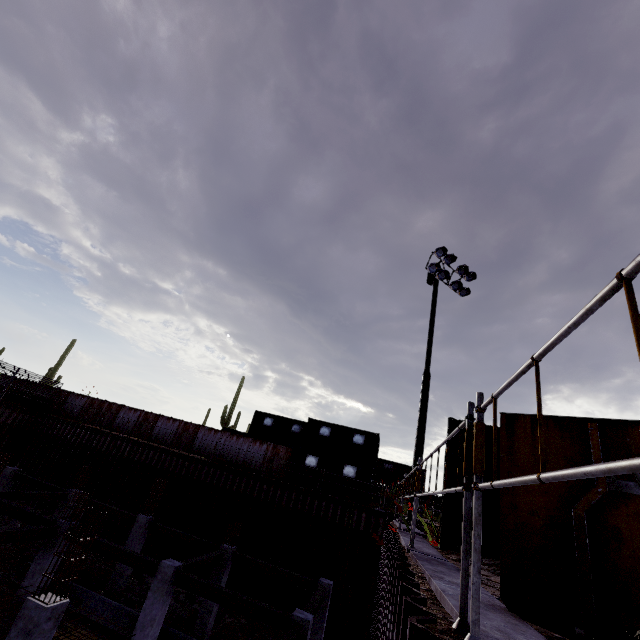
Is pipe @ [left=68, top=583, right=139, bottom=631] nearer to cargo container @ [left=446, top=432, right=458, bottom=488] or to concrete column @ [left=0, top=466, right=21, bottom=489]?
cargo container @ [left=446, top=432, right=458, bottom=488]

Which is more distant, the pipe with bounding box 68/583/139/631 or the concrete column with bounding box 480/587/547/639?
the pipe with bounding box 68/583/139/631

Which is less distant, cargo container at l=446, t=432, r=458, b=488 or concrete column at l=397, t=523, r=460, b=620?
concrete column at l=397, t=523, r=460, b=620

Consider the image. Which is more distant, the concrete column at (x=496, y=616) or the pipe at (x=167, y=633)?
the pipe at (x=167, y=633)

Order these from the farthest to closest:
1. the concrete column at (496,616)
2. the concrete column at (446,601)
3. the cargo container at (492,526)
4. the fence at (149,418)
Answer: the fence at (149,418)
the cargo container at (492,526)
the concrete column at (446,601)
the concrete column at (496,616)

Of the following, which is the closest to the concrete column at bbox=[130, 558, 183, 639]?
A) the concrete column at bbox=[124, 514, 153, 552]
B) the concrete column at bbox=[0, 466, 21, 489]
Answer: the concrete column at bbox=[124, 514, 153, 552]

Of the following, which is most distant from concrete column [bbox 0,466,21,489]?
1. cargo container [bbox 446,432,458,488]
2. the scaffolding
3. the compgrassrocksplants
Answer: the scaffolding

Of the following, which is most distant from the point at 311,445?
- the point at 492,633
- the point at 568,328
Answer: the point at 568,328
